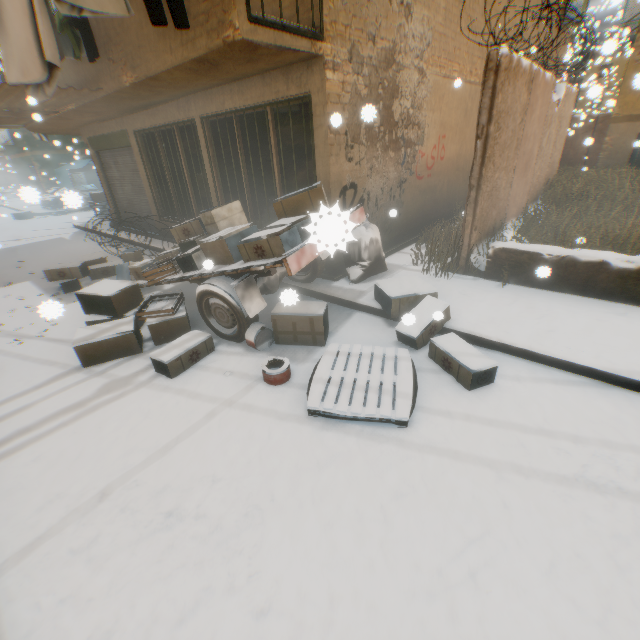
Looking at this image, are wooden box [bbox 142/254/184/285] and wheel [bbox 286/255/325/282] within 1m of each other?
no

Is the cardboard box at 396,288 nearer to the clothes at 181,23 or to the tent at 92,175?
the clothes at 181,23

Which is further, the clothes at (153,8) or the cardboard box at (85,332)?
the cardboard box at (85,332)

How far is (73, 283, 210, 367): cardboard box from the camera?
4.26m

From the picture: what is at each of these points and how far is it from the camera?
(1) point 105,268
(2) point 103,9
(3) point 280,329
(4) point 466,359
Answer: (1) cardboard box, 7.7 meters
(2) clothes, 3.6 meters
(3) cardboard box, 4.4 meters
(4) cardboard box, 3.5 meters

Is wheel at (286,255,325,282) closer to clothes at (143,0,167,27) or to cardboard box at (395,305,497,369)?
cardboard box at (395,305,497,369)

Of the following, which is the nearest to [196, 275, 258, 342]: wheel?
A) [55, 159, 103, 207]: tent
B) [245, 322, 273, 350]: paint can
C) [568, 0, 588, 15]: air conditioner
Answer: [245, 322, 273, 350]: paint can
